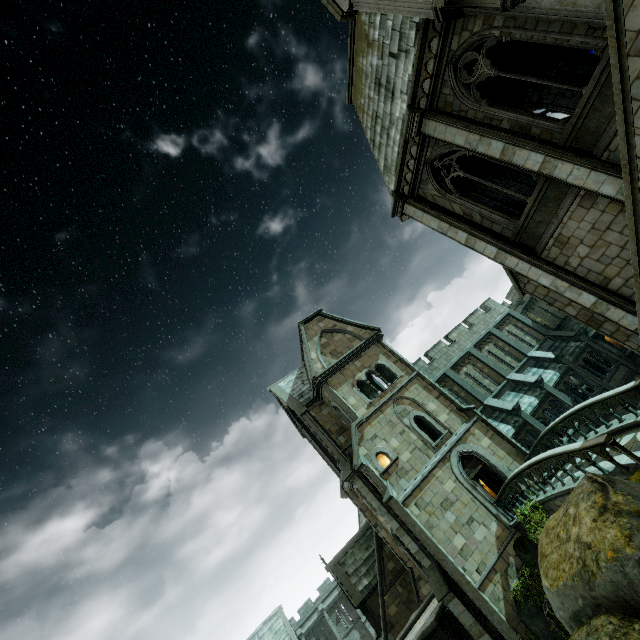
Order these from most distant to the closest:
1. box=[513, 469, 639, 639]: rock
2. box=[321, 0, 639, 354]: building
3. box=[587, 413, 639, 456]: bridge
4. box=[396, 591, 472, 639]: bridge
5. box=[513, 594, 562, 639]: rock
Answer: box=[396, 591, 472, 639]: bridge
box=[513, 594, 562, 639]: rock
box=[587, 413, 639, 456]: bridge
box=[321, 0, 639, 354]: building
box=[513, 469, 639, 639]: rock

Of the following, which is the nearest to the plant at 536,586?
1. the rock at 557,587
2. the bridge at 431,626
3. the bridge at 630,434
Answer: the bridge at 630,434

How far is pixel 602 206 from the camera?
9.3m

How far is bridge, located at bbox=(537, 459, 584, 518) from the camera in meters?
12.0

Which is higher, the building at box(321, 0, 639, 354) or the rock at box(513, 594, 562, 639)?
the building at box(321, 0, 639, 354)

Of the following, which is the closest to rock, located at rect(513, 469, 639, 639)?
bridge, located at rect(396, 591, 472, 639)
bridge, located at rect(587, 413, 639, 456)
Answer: bridge, located at rect(587, 413, 639, 456)

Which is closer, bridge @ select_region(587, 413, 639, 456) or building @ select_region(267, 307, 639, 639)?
bridge @ select_region(587, 413, 639, 456)

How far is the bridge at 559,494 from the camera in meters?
12.0 m
